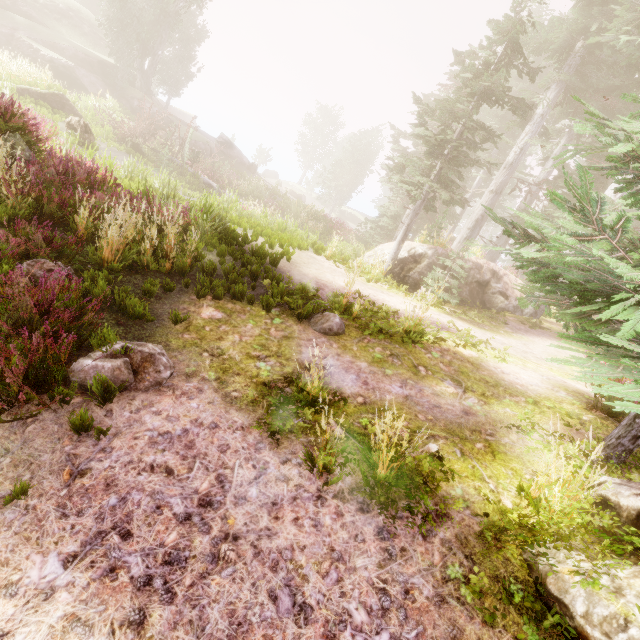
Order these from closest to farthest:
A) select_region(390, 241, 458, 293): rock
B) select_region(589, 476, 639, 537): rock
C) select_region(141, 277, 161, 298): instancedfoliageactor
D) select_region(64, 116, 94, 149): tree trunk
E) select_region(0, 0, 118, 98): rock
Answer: select_region(589, 476, 639, 537): rock
select_region(141, 277, 161, 298): instancedfoliageactor
select_region(390, 241, 458, 293): rock
select_region(64, 116, 94, 149): tree trunk
select_region(0, 0, 118, 98): rock

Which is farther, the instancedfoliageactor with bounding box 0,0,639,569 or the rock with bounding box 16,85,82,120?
the rock with bounding box 16,85,82,120

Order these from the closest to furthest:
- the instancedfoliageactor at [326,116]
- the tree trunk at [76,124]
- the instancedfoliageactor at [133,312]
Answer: the instancedfoliageactor at [133,312] → the tree trunk at [76,124] → the instancedfoliageactor at [326,116]

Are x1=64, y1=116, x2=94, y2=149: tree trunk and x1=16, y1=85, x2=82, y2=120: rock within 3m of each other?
no

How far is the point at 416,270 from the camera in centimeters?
1259cm

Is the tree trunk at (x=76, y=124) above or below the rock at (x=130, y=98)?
below

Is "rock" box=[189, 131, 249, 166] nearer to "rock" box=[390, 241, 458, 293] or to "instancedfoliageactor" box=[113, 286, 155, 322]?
"instancedfoliageactor" box=[113, 286, 155, 322]

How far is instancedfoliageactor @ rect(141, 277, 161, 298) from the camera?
5.34m
